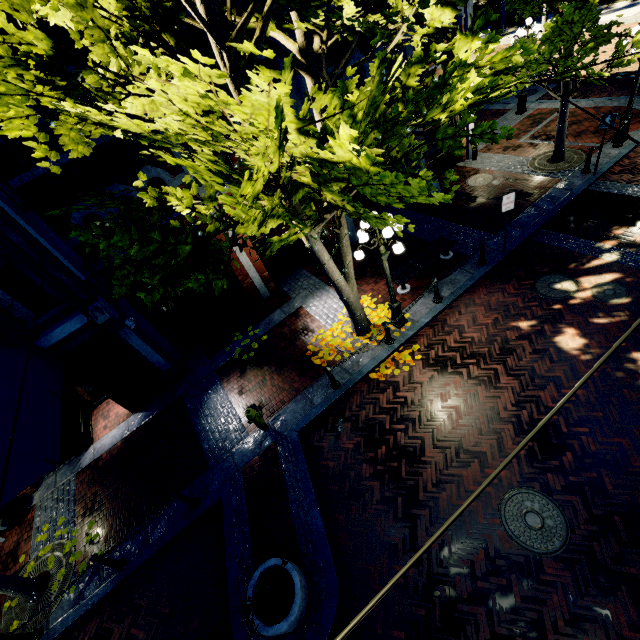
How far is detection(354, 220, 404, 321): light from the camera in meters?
7.0 m

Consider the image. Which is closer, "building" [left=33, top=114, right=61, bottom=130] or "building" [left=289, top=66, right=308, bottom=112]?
"building" [left=33, top=114, right=61, bottom=130]

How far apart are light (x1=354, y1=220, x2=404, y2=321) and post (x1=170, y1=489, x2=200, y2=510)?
6.66m

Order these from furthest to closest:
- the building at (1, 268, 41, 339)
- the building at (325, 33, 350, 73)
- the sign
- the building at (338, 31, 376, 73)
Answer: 1. the building at (338, 31, 376, 73)
2. the building at (325, 33, 350, 73)
3. the sign
4. the building at (1, 268, 41, 339)

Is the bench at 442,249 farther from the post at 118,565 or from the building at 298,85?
the building at 298,85

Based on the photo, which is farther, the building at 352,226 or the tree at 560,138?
the building at 352,226

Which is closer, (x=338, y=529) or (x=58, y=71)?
(x=58, y=71)

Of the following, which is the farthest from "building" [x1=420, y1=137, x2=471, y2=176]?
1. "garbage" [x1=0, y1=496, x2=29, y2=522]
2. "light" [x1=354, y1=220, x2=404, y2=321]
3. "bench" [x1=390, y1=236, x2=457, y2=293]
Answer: "garbage" [x1=0, y1=496, x2=29, y2=522]
